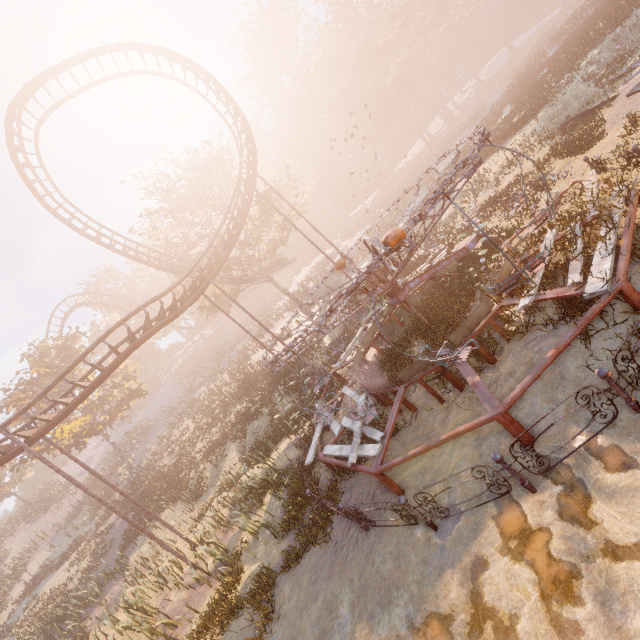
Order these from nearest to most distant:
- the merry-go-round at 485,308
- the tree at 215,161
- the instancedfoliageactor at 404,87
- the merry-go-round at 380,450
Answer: the merry-go-round at 380,450 < the merry-go-round at 485,308 < the instancedfoliageactor at 404,87 < the tree at 215,161

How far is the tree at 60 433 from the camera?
27.25m

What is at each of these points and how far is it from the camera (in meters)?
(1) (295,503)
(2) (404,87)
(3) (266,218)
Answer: (1) instancedfoliageactor, 10.80
(2) instancedfoliageactor, 54.75
(3) tree, 29.81

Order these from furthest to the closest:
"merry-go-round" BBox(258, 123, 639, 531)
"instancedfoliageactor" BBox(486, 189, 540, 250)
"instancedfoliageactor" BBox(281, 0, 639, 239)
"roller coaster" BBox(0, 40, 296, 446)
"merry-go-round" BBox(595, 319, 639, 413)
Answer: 1. "instancedfoliageactor" BBox(281, 0, 639, 239)
2. "roller coaster" BBox(0, 40, 296, 446)
3. "instancedfoliageactor" BBox(486, 189, 540, 250)
4. "merry-go-round" BBox(258, 123, 639, 531)
5. "merry-go-round" BBox(595, 319, 639, 413)

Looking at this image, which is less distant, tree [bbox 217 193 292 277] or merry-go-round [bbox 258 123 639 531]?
merry-go-round [bbox 258 123 639 531]

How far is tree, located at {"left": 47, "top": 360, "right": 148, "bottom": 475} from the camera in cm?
2725

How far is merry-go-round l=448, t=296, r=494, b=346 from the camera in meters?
8.2

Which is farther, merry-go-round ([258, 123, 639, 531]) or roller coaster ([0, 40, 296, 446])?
roller coaster ([0, 40, 296, 446])
